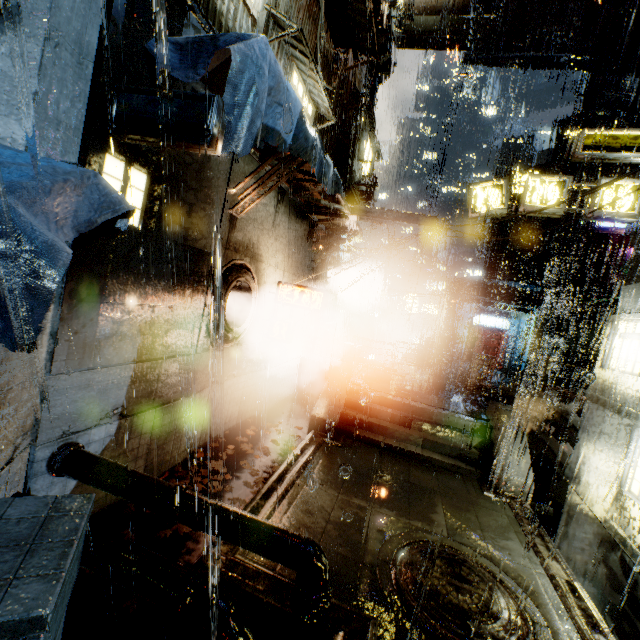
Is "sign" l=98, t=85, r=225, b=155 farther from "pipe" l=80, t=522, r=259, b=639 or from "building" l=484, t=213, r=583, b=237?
"pipe" l=80, t=522, r=259, b=639

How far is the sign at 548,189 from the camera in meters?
11.5

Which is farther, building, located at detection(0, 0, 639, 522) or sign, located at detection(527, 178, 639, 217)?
sign, located at detection(527, 178, 639, 217)

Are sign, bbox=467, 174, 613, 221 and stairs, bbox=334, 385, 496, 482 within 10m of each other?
yes

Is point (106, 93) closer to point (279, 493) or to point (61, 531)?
point (61, 531)

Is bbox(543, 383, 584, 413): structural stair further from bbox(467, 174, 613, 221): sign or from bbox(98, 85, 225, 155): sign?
bbox(98, 85, 225, 155): sign

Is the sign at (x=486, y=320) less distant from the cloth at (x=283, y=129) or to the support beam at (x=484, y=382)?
the support beam at (x=484, y=382)

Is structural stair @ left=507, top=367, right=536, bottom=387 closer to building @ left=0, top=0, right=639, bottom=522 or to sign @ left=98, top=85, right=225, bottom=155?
building @ left=0, top=0, right=639, bottom=522
